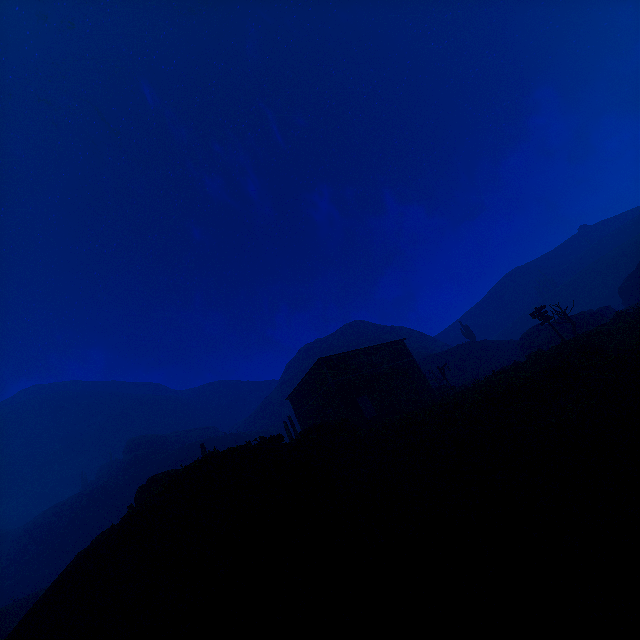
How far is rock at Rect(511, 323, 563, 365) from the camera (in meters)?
24.48

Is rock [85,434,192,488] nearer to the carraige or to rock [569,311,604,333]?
the carraige

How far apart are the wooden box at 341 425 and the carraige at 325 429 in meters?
0.0 m

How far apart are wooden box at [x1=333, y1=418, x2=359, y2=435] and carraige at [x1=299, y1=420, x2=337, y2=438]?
0.0 meters

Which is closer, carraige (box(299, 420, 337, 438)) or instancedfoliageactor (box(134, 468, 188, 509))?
instancedfoliageactor (box(134, 468, 188, 509))

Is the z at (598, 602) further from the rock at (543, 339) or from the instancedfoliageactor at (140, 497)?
the rock at (543, 339)

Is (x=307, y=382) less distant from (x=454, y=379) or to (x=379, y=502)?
(x=379, y=502)
